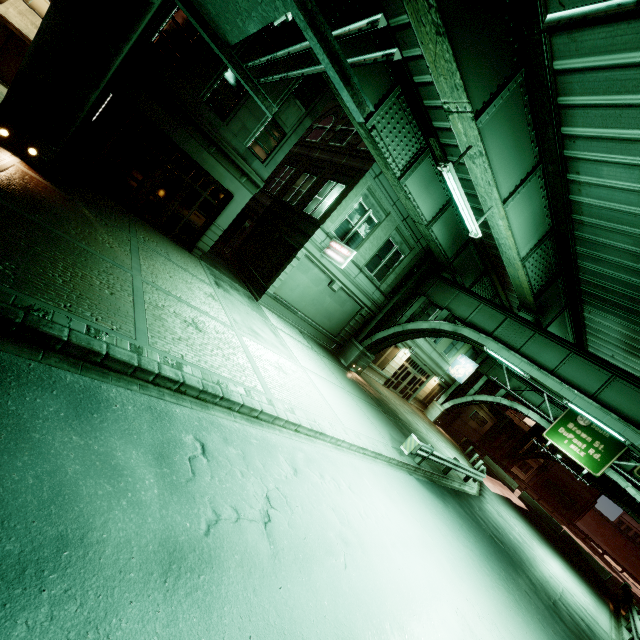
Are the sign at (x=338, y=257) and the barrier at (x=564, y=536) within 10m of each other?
no

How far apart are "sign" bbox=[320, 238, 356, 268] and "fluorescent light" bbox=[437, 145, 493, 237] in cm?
579

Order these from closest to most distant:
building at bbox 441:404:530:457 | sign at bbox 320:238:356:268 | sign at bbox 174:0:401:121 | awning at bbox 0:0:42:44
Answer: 1. sign at bbox 174:0:401:121
2. awning at bbox 0:0:42:44
3. sign at bbox 320:238:356:268
4. building at bbox 441:404:530:457

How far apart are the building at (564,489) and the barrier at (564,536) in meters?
33.7

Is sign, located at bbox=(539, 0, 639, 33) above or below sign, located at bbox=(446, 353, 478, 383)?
below

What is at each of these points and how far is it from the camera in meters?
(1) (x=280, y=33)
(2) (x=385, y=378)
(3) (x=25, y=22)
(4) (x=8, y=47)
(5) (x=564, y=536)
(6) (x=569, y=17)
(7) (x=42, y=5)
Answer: (1) building, 13.2
(2) building, 27.3
(3) awning, 16.0
(4) building, 17.1
(5) barrier, 29.4
(6) sign, 1.5
(7) building, 16.6

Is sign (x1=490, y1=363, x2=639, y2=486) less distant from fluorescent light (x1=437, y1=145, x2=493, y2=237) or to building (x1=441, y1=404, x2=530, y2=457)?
building (x1=441, y1=404, x2=530, y2=457)

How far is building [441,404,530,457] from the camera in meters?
38.7 m
